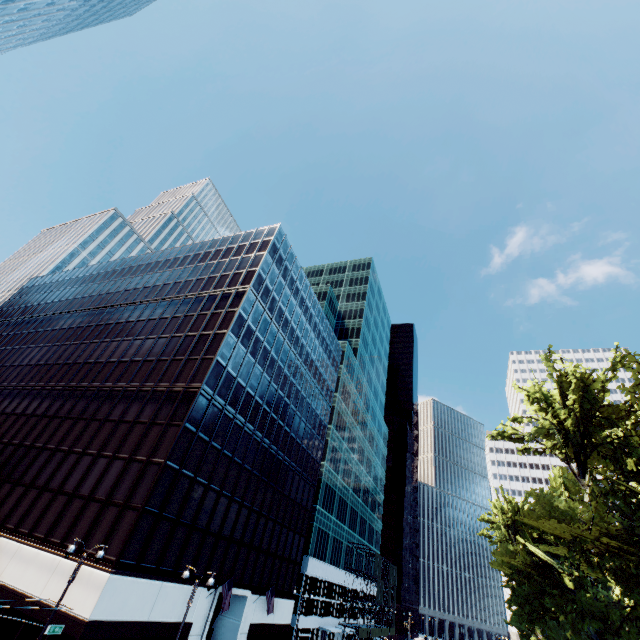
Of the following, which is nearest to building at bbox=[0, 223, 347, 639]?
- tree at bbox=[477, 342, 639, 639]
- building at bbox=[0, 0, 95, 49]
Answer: tree at bbox=[477, 342, 639, 639]

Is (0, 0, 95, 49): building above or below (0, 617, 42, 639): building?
above

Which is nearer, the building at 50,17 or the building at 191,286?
the building at 191,286

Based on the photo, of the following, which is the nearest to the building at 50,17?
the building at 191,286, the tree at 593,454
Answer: the building at 191,286

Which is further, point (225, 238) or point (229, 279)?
point (225, 238)

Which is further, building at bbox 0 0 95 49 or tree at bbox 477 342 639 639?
building at bbox 0 0 95 49

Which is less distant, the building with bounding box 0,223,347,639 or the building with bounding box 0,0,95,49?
the building with bounding box 0,223,347,639

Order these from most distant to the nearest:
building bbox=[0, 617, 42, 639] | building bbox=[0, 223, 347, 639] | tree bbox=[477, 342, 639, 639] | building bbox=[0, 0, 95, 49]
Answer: building bbox=[0, 0, 95, 49], building bbox=[0, 223, 347, 639], building bbox=[0, 617, 42, 639], tree bbox=[477, 342, 639, 639]
